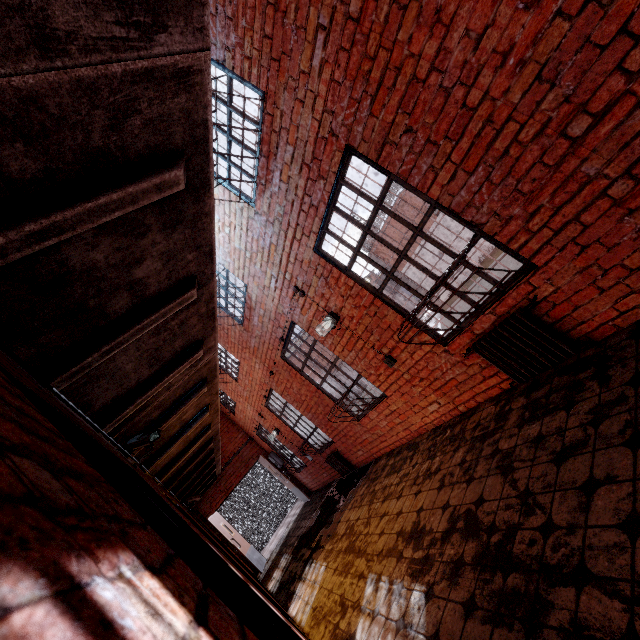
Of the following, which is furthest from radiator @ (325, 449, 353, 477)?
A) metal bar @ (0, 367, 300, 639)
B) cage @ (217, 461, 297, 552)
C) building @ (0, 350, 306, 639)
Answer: metal bar @ (0, 367, 300, 639)

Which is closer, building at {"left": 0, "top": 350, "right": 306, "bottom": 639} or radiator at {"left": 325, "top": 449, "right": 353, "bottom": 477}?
building at {"left": 0, "top": 350, "right": 306, "bottom": 639}

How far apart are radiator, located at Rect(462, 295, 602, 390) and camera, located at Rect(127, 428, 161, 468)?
3.2m

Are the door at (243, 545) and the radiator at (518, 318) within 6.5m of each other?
no

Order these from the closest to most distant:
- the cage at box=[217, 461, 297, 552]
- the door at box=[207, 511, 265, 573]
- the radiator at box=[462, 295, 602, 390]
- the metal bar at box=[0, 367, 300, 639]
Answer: the metal bar at box=[0, 367, 300, 639], the radiator at box=[462, 295, 602, 390], the door at box=[207, 511, 265, 573], the cage at box=[217, 461, 297, 552]

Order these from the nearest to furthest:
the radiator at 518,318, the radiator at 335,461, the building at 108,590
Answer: the building at 108,590
the radiator at 518,318
the radiator at 335,461

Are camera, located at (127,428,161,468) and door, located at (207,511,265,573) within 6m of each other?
no

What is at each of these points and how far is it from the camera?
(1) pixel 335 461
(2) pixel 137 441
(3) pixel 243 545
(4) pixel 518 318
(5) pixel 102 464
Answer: (1) radiator, 7.7m
(2) camera, 3.1m
(3) door, 9.8m
(4) radiator, 2.9m
(5) metal bar, 1.4m
